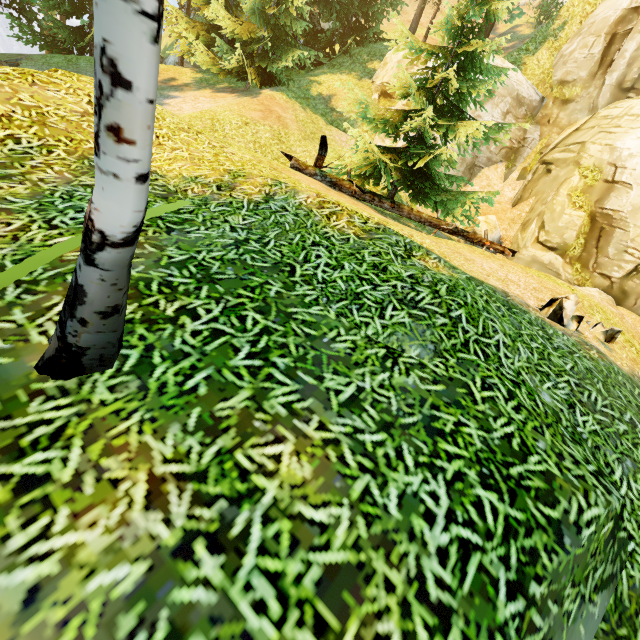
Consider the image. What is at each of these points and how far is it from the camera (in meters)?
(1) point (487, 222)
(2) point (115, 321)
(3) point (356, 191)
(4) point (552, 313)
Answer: (1) rock, 13.53
(2) tree, 1.72
(3) log, 8.32
(4) rock, 4.52

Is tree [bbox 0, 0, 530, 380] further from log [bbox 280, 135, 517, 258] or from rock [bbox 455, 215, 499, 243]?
rock [bbox 455, 215, 499, 243]

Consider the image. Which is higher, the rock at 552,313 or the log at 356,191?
the log at 356,191

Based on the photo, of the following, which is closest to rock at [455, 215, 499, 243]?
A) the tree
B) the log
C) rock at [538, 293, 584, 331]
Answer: the tree

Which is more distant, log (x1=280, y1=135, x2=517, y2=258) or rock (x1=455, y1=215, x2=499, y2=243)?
rock (x1=455, y1=215, x2=499, y2=243)

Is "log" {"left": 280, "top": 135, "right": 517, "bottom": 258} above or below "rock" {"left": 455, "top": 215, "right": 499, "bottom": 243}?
below

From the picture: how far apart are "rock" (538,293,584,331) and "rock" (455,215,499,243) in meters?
8.6 m

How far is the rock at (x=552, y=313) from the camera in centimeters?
446cm
